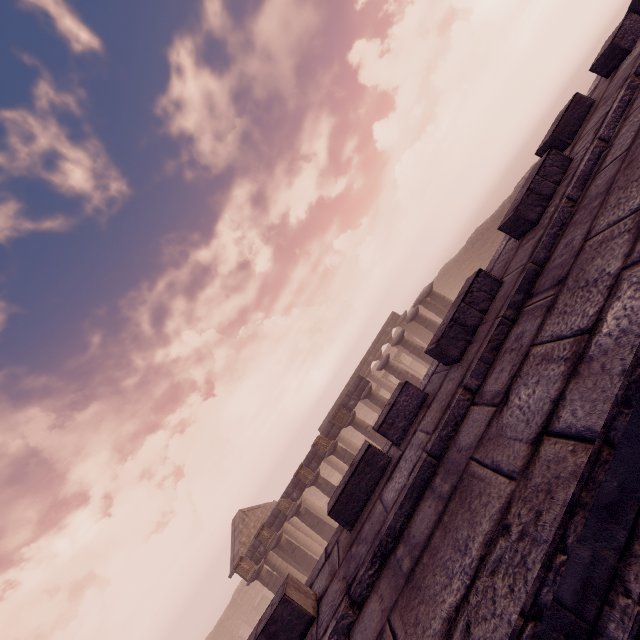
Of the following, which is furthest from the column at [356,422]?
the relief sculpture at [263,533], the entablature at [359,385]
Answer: the relief sculpture at [263,533]

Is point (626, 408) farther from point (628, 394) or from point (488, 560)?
point (488, 560)

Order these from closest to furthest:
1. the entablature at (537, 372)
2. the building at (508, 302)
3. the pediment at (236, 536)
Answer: the entablature at (537, 372) → the building at (508, 302) → the pediment at (236, 536)

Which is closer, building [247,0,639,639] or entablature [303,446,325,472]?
building [247,0,639,639]

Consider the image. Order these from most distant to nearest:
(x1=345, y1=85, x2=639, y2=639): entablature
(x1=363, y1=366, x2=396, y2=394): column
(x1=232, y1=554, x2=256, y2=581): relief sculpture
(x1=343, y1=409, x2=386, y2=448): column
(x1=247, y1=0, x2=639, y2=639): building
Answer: (x1=363, y1=366, x2=396, y2=394): column
(x1=343, y1=409, x2=386, y2=448): column
(x1=232, y1=554, x2=256, y2=581): relief sculpture
(x1=247, y1=0, x2=639, y2=639): building
(x1=345, y1=85, x2=639, y2=639): entablature

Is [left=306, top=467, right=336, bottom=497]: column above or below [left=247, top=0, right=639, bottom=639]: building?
below

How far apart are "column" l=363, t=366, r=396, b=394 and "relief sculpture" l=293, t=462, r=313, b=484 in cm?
1323

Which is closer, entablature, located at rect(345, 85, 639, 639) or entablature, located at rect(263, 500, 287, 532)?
entablature, located at rect(345, 85, 639, 639)
